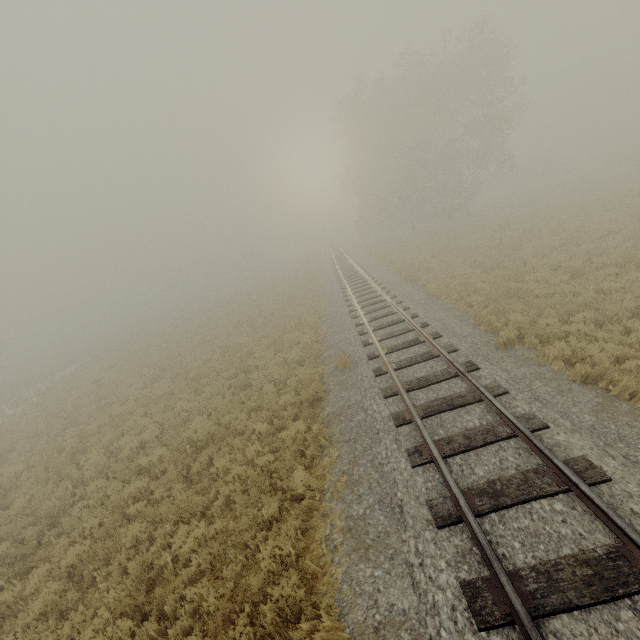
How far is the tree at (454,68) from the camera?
29.1m

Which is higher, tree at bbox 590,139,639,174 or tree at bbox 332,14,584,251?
tree at bbox 332,14,584,251

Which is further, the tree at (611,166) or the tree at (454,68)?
the tree at (611,166)

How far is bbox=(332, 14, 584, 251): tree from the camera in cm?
2911

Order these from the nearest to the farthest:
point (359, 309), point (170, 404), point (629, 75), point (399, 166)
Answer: point (170, 404)
point (359, 309)
point (399, 166)
point (629, 75)

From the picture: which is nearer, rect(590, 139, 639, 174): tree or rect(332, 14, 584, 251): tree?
rect(332, 14, 584, 251): tree
